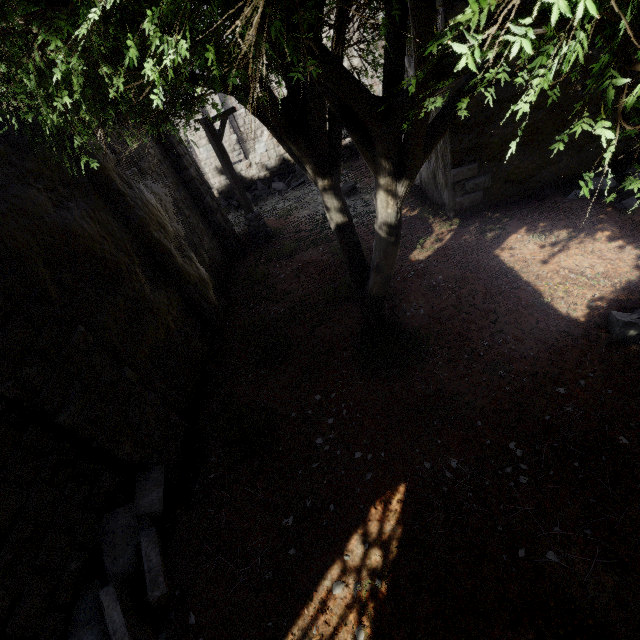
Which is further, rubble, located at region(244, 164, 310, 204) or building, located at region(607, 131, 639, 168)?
rubble, located at region(244, 164, 310, 204)

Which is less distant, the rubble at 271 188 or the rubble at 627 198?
the rubble at 627 198

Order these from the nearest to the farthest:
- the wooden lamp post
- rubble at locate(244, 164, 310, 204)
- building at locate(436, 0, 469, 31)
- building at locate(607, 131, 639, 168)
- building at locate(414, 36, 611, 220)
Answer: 1. building at locate(436, 0, 469, 31)
2. building at locate(414, 36, 611, 220)
3. building at locate(607, 131, 639, 168)
4. the wooden lamp post
5. rubble at locate(244, 164, 310, 204)

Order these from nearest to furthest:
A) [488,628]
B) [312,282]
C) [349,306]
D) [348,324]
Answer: [488,628] < [348,324] < [349,306] < [312,282]

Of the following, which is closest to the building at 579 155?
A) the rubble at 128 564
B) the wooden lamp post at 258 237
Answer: the rubble at 128 564

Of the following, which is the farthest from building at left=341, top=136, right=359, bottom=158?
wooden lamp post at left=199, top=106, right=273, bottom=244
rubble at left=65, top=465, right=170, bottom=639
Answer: wooden lamp post at left=199, top=106, right=273, bottom=244

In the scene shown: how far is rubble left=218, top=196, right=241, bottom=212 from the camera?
18.72m
